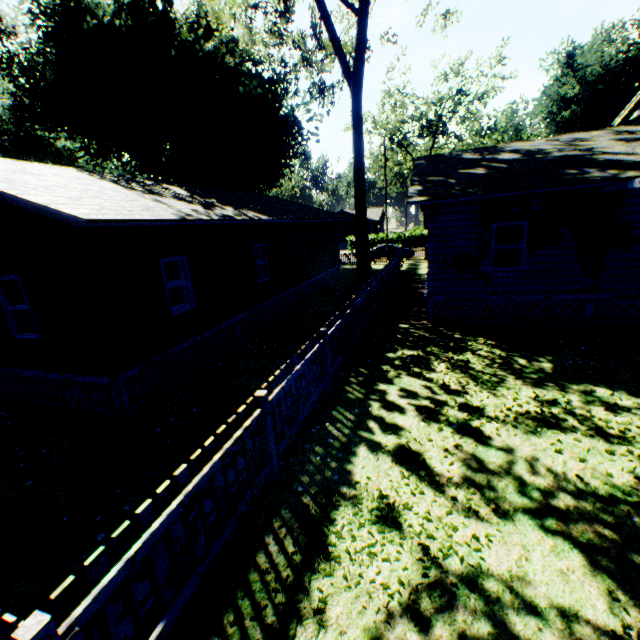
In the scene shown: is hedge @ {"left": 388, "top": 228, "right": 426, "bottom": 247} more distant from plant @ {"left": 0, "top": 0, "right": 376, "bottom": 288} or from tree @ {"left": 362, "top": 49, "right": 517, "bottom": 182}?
plant @ {"left": 0, "top": 0, "right": 376, "bottom": 288}

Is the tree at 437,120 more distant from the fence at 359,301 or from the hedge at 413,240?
the fence at 359,301

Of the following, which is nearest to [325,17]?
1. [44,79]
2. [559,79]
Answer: [44,79]

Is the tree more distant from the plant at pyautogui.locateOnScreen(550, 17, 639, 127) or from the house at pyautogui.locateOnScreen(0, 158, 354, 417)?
the house at pyautogui.locateOnScreen(0, 158, 354, 417)

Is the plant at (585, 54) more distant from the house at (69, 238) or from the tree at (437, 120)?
the tree at (437, 120)

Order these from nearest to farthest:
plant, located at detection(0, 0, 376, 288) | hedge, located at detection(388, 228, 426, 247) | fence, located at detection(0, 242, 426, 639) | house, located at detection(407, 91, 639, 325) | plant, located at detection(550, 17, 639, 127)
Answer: fence, located at detection(0, 242, 426, 639)
house, located at detection(407, 91, 639, 325)
plant, located at detection(0, 0, 376, 288)
hedge, located at detection(388, 228, 426, 247)
plant, located at detection(550, 17, 639, 127)

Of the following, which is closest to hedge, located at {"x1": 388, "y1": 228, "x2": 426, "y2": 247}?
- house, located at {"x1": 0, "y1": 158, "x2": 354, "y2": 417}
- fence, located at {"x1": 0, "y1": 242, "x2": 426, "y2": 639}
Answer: fence, located at {"x1": 0, "y1": 242, "x2": 426, "y2": 639}

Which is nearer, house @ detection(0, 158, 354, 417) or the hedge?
house @ detection(0, 158, 354, 417)
